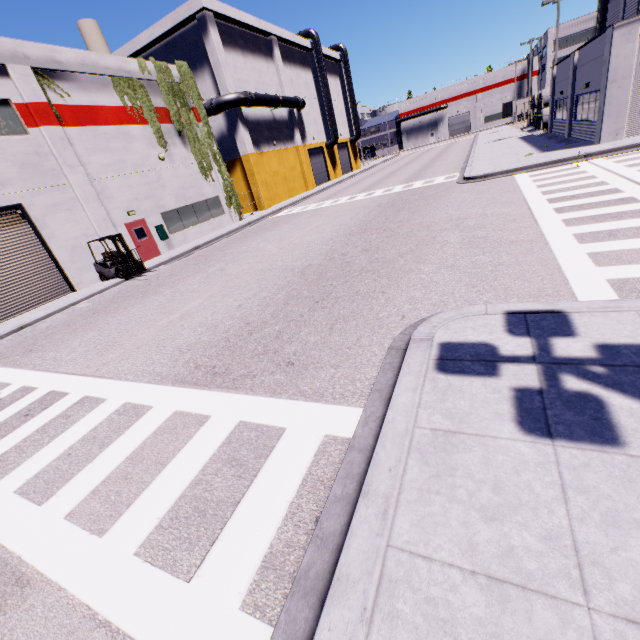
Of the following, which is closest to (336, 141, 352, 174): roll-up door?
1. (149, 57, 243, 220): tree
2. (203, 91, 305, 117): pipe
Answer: (203, 91, 305, 117): pipe

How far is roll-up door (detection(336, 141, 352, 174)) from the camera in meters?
48.8

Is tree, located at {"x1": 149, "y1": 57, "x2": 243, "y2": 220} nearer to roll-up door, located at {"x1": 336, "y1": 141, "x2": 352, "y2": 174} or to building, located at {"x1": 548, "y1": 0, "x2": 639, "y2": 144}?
building, located at {"x1": 548, "y1": 0, "x2": 639, "y2": 144}

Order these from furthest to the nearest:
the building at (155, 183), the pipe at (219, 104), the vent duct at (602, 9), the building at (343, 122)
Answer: the building at (343, 122), the vent duct at (602, 9), the pipe at (219, 104), the building at (155, 183)

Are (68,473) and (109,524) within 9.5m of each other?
yes

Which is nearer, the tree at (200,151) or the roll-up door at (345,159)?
the tree at (200,151)

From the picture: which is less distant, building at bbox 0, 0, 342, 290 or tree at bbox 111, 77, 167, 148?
building at bbox 0, 0, 342, 290

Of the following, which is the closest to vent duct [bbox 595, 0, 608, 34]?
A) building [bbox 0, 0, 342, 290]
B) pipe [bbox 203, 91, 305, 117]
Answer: building [bbox 0, 0, 342, 290]
